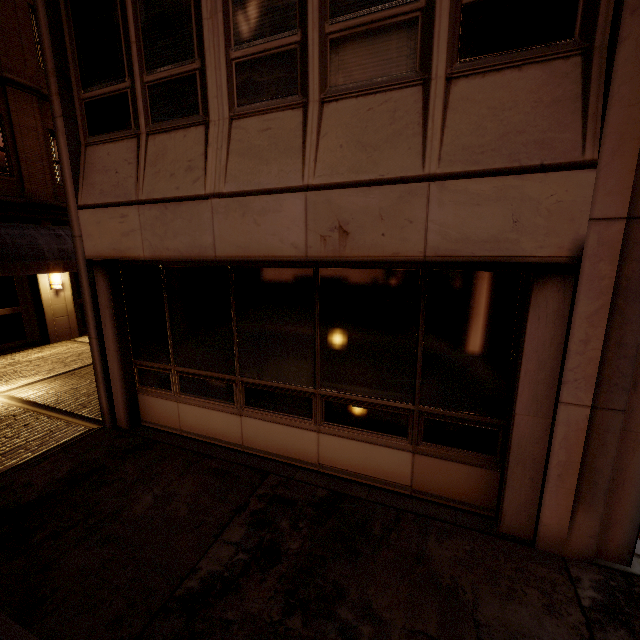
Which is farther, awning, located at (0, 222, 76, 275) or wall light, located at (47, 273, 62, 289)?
wall light, located at (47, 273, 62, 289)

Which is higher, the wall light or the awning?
the awning

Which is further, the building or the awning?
the awning

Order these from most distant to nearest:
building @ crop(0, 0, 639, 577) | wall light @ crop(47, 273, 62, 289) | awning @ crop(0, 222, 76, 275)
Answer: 1. wall light @ crop(47, 273, 62, 289)
2. awning @ crop(0, 222, 76, 275)
3. building @ crop(0, 0, 639, 577)

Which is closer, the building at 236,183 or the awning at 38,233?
the building at 236,183

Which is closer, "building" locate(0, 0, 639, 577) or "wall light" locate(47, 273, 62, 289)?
"building" locate(0, 0, 639, 577)

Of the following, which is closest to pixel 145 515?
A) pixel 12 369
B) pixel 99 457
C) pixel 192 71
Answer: pixel 99 457

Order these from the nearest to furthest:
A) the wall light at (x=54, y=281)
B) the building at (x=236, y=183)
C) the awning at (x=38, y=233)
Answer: the building at (x=236, y=183) → the awning at (x=38, y=233) → the wall light at (x=54, y=281)
